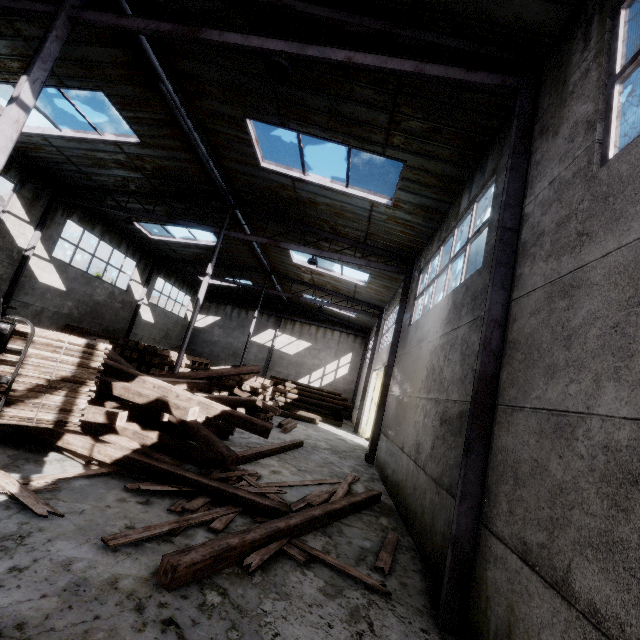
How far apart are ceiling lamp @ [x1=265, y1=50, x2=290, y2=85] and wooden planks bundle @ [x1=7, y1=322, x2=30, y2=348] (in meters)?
4.81

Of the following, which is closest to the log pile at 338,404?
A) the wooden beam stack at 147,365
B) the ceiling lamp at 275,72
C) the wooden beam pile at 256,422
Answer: the wooden beam stack at 147,365

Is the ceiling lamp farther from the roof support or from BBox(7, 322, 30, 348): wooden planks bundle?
BBox(7, 322, 30, 348): wooden planks bundle

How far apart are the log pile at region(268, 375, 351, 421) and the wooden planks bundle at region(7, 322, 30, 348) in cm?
1921

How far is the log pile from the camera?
22.48m

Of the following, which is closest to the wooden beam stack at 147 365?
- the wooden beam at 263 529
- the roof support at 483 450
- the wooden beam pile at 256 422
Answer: the wooden beam pile at 256 422

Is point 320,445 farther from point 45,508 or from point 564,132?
point 564,132

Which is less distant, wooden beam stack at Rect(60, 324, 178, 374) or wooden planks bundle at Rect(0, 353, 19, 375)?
wooden planks bundle at Rect(0, 353, 19, 375)
